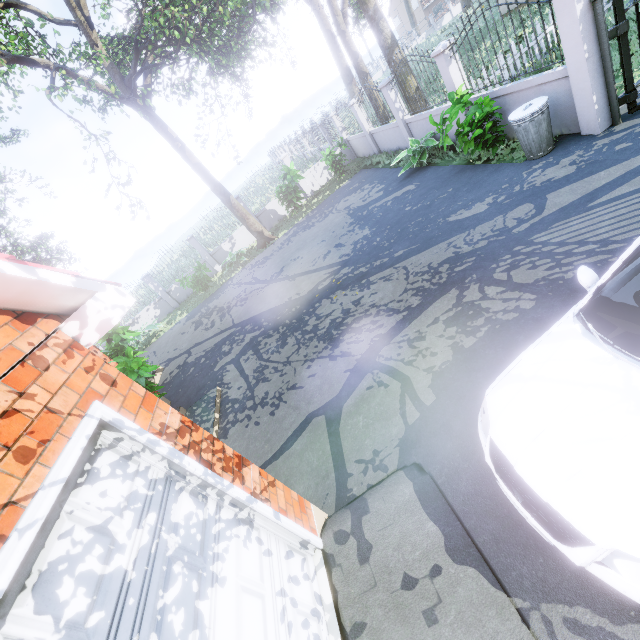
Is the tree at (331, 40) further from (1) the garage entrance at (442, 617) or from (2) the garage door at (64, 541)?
(1) the garage entrance at (442, 617)

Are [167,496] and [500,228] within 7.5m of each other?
yes

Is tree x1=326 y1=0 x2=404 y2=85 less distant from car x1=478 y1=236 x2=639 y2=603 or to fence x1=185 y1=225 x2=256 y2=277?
fence x1=185 y1=225 x2=256 y2=277

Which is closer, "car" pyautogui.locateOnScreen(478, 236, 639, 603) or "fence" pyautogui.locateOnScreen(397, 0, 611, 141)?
"car" pyautogui.locateOnScreen(478, 236, 639, 603)

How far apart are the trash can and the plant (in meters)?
9.54

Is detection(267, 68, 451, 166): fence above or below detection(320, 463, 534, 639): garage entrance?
above

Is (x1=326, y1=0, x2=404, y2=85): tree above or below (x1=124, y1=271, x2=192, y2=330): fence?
above

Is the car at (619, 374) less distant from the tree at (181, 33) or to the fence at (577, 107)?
the fence at (577, 107)
